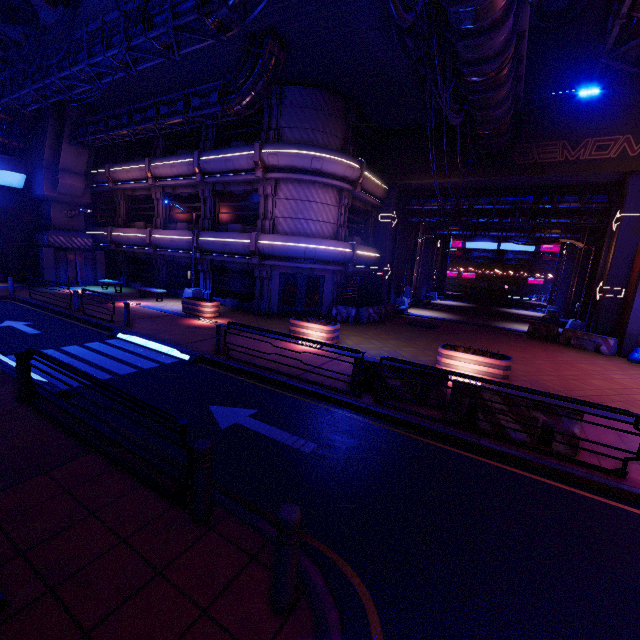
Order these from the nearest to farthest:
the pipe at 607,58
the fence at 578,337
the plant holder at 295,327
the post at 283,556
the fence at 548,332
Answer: the post at 283,556, the pipe at 607,58, the plant holder at 295,327, the fence at 578,337, the fence at 548,332

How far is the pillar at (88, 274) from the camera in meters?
21.7 m

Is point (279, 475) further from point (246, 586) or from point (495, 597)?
point (495, 597)

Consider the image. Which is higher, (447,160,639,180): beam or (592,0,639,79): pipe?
(592,0,639,79): pipe

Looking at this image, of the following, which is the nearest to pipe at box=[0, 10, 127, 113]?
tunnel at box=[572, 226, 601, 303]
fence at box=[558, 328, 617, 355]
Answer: fence at box=[558, 328, 617, 355]

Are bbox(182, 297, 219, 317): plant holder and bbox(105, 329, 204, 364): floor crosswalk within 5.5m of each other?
yes

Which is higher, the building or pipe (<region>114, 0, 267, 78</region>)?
the building

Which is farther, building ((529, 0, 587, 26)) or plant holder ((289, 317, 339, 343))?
building ((529, 0, 587, 26))
